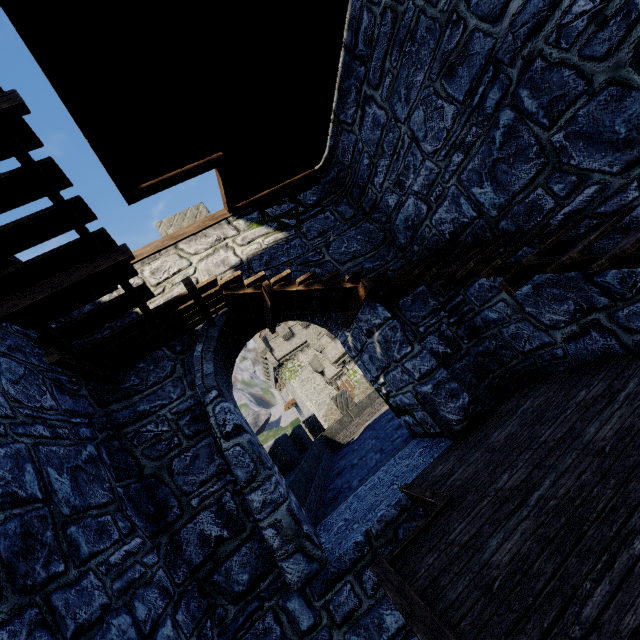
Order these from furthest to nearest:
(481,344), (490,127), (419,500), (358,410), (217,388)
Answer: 1. (358,410)
2. (481,344)
3. (217,388)
4. (419,500)
5. (490,127)
